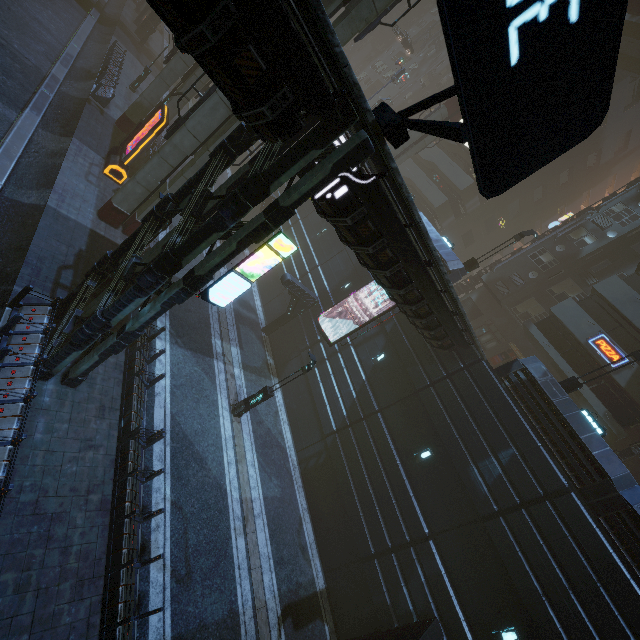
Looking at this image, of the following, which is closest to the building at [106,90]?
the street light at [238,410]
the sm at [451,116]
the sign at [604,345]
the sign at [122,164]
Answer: the sign at [604,345]

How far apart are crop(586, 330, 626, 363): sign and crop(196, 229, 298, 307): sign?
22.7 meters

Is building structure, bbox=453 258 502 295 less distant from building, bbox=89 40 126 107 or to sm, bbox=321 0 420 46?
building, bbox=89 40 126 107

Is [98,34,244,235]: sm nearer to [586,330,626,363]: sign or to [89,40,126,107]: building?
[89,40,126,107]: building

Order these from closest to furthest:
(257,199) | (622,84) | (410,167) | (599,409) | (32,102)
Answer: (257,199), (32,102), (599,409), (622,84), (410,167)

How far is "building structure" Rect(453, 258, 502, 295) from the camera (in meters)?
30.20

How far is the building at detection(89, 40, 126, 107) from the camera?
22.0m

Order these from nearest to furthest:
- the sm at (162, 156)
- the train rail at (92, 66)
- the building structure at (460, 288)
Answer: the train rail at (92, 66)
the sm at (162, 156)
the building structure at (460, 288)
